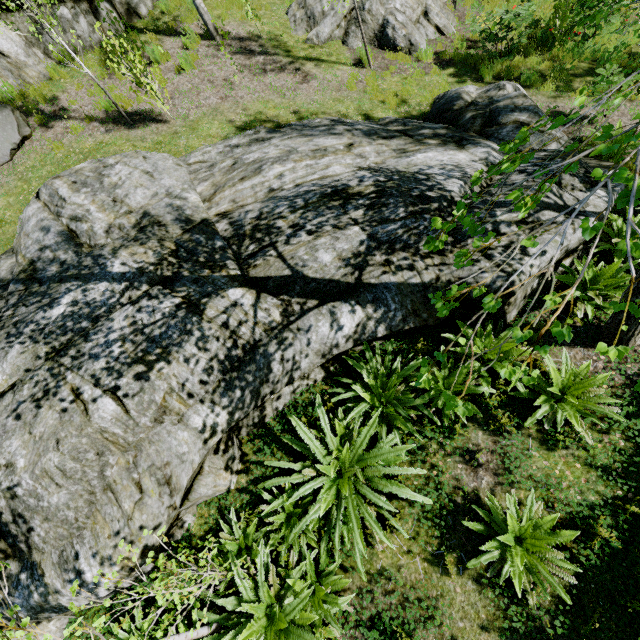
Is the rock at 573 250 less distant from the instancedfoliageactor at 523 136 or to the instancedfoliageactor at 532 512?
the instancedfoliageactor at 523 136

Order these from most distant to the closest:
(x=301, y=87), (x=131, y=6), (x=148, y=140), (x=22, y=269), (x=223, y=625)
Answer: (x=131, y=6)
(x=301, y=87)
(x=148, y=140)
(x=22, y=269)
(x=223, y=625)

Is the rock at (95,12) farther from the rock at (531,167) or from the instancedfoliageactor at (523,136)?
the rock at (531,167)

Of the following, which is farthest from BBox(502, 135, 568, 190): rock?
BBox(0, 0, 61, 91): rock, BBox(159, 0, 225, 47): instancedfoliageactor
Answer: BBox(0, 0, 61, 91): rock

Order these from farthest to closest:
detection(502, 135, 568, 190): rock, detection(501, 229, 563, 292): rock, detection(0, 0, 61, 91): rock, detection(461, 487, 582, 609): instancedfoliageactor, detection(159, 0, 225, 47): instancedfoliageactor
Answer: detection(159, 0, 225, 47): instancedfoliageactor → detection(0, 0, 61, 91): rock → detection(502, 135, 568, 190): rock → detection(501, 229, 563, 292): rock → detection(461, 487, 582, 609): instancedfoliageactor

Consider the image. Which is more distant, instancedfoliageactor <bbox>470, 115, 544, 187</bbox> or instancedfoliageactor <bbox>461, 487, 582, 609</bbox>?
instancedfoliageactor <bbox>461, 487, 582, 609</bbox>

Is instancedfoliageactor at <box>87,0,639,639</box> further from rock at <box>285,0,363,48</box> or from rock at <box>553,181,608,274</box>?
rock at <box>285,0,363,48</box>

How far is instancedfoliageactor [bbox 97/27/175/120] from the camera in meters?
7.1 m
